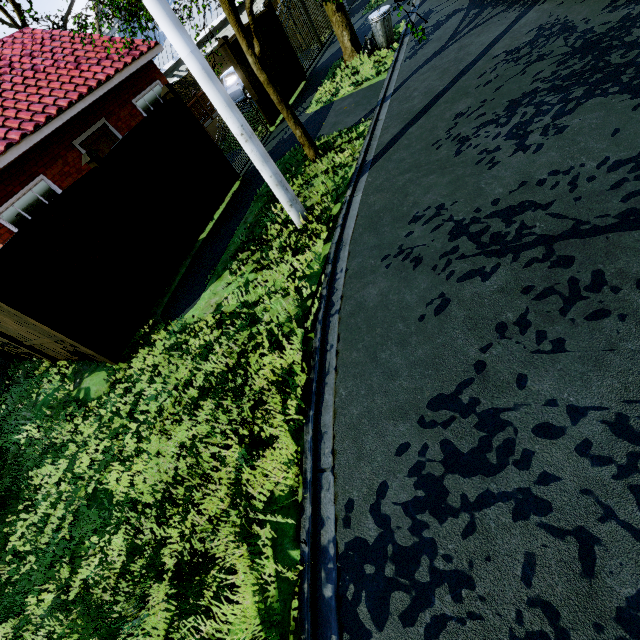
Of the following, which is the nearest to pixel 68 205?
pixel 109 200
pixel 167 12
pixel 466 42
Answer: pixel 109 200

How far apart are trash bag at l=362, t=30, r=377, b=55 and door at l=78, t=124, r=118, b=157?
9.1m

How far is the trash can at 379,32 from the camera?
9.34m

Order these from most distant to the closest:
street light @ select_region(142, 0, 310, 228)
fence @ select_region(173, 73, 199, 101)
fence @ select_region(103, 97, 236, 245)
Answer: fence @ select_region(173, 73, 199, 101)
fence @ select_region(103, 97, 236, 245)
street light @ select_region(142, 0, 310, 228)

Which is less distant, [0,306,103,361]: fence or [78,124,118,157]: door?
[0,306,103,361]: fence

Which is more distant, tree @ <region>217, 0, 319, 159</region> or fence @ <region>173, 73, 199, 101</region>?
fence @ <region>173, 73, 199, 101</region>

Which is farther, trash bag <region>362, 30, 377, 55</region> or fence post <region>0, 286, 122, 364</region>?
trash bag <region>362, 30, 377, 55</region>

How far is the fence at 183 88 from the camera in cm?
2064
